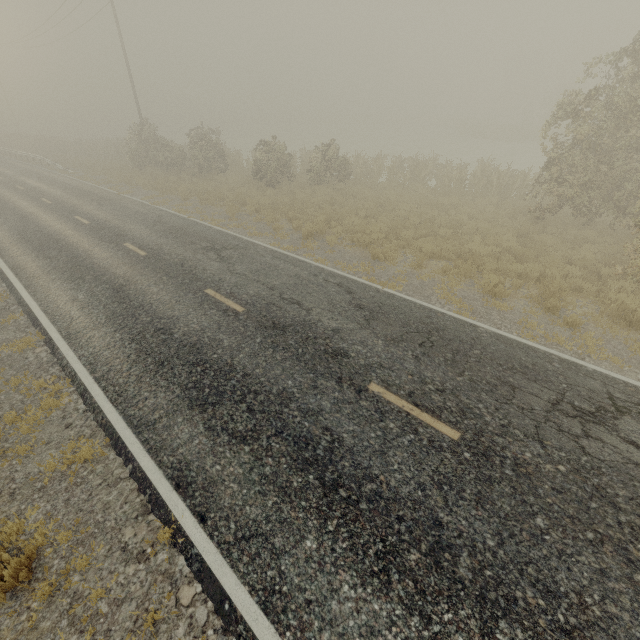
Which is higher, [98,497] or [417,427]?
[417,427]
